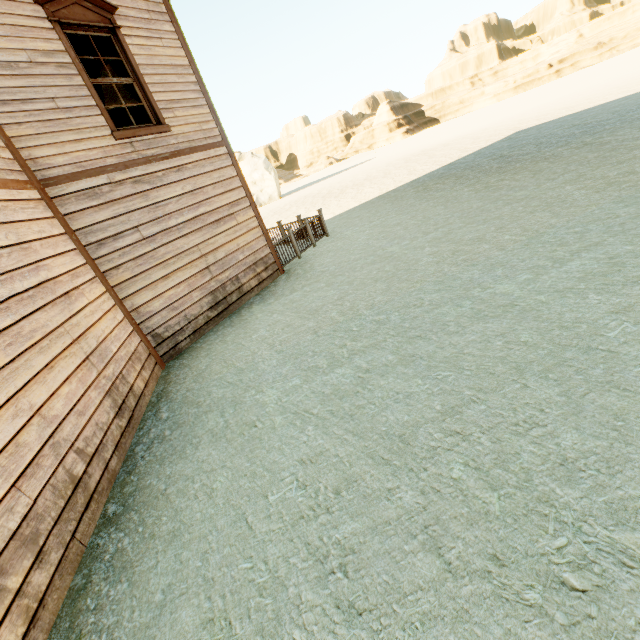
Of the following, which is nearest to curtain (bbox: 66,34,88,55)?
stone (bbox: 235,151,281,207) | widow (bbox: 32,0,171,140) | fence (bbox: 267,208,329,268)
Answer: widow (bbox: 32,0,171,140)

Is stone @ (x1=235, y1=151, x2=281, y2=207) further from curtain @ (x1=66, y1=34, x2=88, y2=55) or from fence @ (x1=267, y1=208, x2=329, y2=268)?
curtain @ (x1=66, y1=34, x2=88, y2=55)

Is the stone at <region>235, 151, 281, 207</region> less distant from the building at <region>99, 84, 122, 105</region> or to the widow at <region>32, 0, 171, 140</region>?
the building at <region>99, 84, 122, 105</region>

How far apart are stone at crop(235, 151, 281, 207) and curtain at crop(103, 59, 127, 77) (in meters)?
37.55

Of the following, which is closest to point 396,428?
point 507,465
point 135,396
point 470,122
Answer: point 507,465

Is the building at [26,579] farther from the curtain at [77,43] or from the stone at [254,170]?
the stone at [254,170]

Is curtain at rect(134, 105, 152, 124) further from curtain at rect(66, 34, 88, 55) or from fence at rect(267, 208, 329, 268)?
fence at rect(267, 208, 329, 268)

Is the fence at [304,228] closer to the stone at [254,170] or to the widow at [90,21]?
the widow at [90,21]
